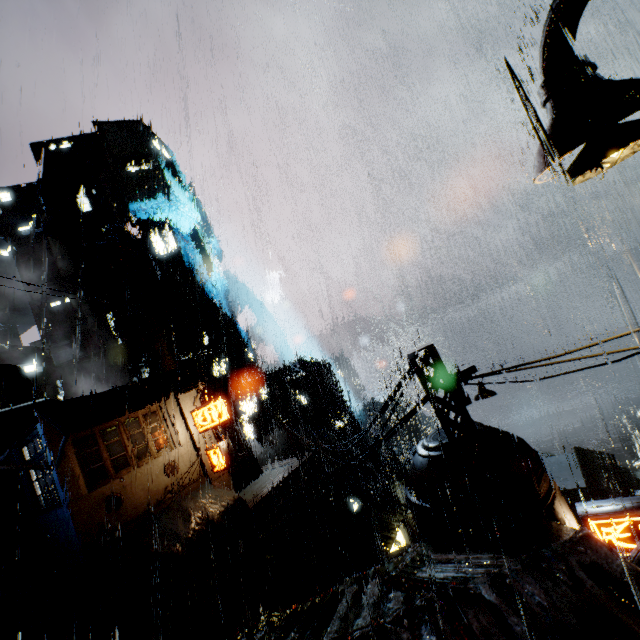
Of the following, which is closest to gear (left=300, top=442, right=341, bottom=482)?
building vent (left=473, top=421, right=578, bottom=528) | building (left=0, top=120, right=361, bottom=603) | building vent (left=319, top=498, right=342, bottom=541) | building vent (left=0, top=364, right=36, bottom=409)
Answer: building vent (left=319, top=498, right=342, bottom=541)

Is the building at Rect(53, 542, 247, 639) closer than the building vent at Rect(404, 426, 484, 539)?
No

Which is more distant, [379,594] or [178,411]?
[178,411]

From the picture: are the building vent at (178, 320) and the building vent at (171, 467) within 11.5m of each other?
no

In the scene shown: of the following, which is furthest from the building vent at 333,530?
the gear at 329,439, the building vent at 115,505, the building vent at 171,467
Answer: the building vent at 115,505

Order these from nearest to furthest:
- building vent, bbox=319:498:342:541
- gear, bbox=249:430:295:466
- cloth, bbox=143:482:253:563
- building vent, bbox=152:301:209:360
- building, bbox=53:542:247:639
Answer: building, bbox=53:542:247:639, cloth, bbox=143:482:253:563, building vent, bbox=319:498:342:541, gear, bbox=249:430:295:466, building vent, bbox=152:301:209:360

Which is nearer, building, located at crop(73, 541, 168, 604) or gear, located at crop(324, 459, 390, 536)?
building, located at crop(73, 541, 168, 604)

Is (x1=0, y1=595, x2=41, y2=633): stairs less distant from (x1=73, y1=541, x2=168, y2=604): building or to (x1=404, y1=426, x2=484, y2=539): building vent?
(x1=73, y1=541, x2=168, y2=604): building
